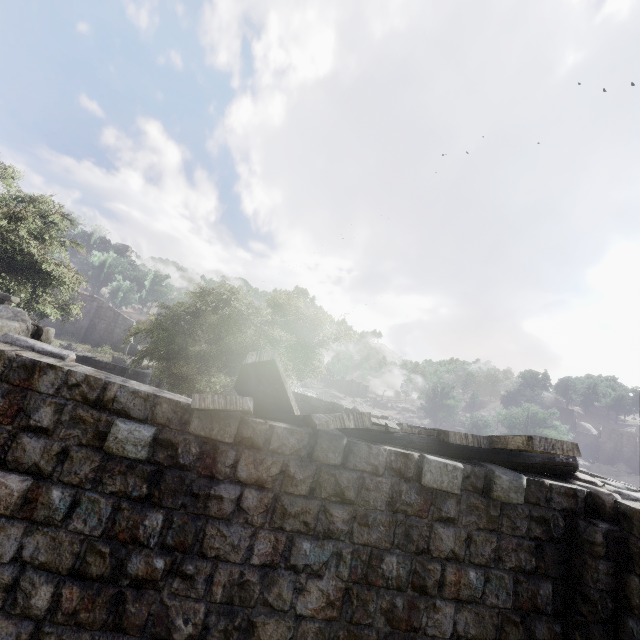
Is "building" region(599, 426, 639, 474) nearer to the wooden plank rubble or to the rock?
the wooden plank rubble

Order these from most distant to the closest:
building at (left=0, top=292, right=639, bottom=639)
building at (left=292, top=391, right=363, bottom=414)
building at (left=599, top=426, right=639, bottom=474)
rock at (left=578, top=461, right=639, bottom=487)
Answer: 1. building at (left=599, top=426, right=639, bottom=474)
2. rock at (left=578, top=461, right=639, bottom=487)
3. building at (left=292, top=391, right=363, bottom=414)
4. building at (left=0, top=292, right=639, bottom=639)

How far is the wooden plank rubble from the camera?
3.7m

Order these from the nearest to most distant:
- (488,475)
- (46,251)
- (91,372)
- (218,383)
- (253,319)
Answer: (91,372) < (488,475) < (218,383) < (46,251) < (253,319)

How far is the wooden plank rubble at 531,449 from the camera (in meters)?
3.73

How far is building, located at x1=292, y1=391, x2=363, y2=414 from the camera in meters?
13.4 m

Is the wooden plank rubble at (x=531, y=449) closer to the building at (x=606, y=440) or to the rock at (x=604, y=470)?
the building at (x=606, y=440)
